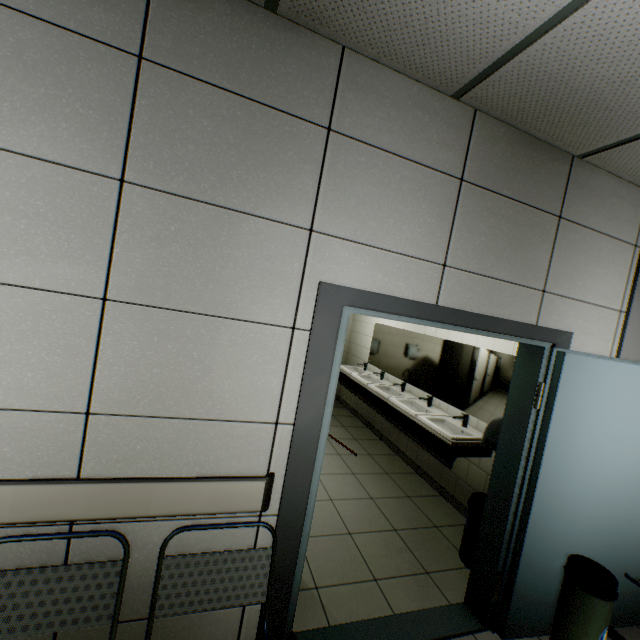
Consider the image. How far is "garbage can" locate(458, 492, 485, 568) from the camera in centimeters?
282cm

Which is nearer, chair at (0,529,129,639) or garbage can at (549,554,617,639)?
chair at (0,529,129,639)

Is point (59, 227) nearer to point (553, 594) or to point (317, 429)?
point (317, 429)

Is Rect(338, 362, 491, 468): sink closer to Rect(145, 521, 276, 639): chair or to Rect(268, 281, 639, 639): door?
Rect(268, 281, 639, 639): door

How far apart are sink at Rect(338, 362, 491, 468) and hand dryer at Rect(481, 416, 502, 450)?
0.7 meters

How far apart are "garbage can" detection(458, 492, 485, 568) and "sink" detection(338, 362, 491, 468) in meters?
0.4

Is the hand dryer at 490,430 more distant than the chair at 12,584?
Yes

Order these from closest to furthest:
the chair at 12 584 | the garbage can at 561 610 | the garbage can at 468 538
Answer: the chair at 12 584
the garbage can at 561 610
the garbage can at 468 538
